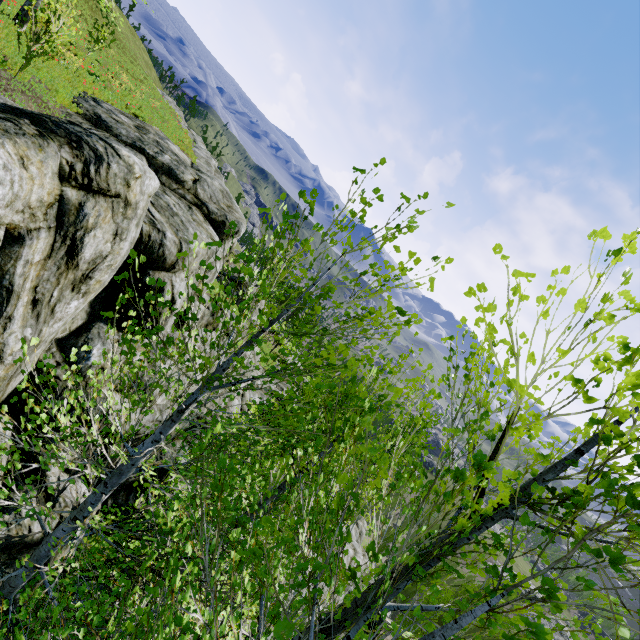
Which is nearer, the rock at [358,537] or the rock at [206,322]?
the rock at [206,322]

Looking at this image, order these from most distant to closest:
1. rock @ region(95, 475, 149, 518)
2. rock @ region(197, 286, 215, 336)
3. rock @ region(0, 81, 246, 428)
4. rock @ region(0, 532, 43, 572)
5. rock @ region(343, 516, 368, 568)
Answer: rock @ region(343, 516, 368, 568) < rock @ region(197, 286, 215, 336) < rock @ region(95, 475, 149, 518) < rock @ region(0, 532, 43, 572) < rock @ region(0, 81, 246, 428)

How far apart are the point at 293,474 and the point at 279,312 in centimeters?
3311cm

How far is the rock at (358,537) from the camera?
20.3 meters

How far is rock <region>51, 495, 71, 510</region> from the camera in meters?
6.9
